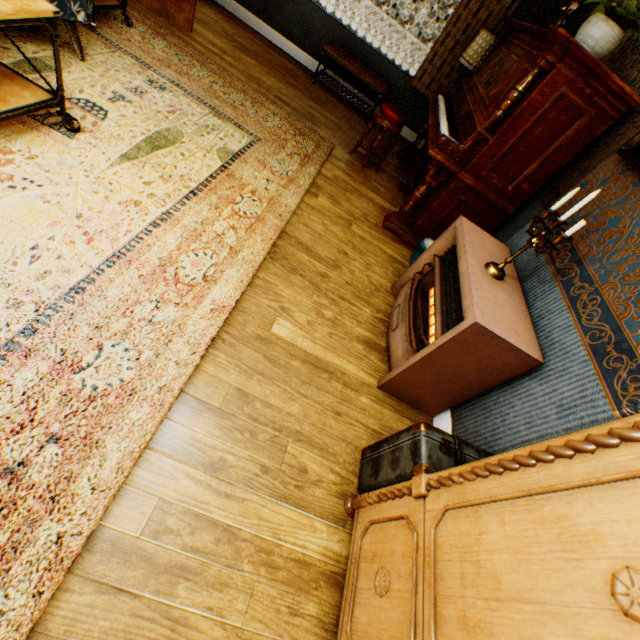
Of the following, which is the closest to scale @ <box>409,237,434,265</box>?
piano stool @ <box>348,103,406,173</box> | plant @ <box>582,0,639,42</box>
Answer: piano stool @ <box>348,103,406,173</box>

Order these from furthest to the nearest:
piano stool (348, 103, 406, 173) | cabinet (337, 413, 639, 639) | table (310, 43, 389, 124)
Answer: table (310, 43, 389, 124) → piano stool (348, 103, 406, 173) → cabinet (337, 413, 639, 639)

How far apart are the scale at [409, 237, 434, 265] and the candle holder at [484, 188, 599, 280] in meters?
1.0 m

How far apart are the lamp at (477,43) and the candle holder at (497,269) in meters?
4.1 m

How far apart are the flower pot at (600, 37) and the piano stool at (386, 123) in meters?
1.7 m

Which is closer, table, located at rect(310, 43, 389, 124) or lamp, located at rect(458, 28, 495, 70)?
lamp, located at rect(458, 28, 495, 70)

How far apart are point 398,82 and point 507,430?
6.1 meters

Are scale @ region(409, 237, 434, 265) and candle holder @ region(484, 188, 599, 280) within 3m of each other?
yes
